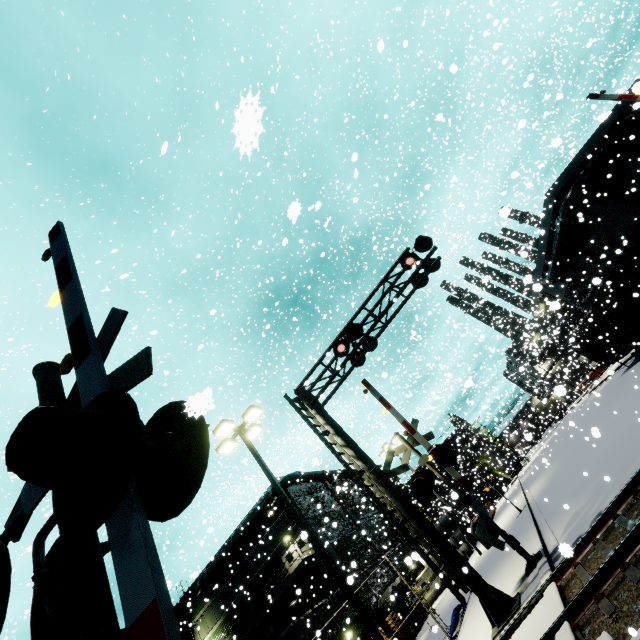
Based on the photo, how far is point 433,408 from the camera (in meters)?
35.19

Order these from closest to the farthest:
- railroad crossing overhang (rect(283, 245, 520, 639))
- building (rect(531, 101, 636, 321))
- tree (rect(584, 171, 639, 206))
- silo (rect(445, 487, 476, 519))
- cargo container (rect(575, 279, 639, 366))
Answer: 1. silo (rect(445, 487, 476, 519))
2. railroad crossing overhang (rect(283, 245, 520, 639))
3. cargo container (rect(575, 279, 639, 366))
4. tree (rect(584, 171, 639, 206))
5. building (rect(531, 101, 636, 321))

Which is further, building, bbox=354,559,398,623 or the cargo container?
building, bbox=354,559,398,623

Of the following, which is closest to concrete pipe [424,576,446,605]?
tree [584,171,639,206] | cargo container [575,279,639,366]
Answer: cargo container [575,279,639,366]

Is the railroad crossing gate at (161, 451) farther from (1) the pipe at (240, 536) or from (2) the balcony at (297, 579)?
(2) the balcony at (297, 579)

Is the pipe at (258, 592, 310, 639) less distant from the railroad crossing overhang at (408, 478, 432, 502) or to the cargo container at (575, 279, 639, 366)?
the cargo container at (575, 279, 639, 366)

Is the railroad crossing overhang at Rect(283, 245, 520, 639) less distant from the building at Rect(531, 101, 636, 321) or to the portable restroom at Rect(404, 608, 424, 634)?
the building at Rect(531, 101, 636, 321)

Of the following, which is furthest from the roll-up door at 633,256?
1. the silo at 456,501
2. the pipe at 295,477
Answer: the pipe at 295,477
